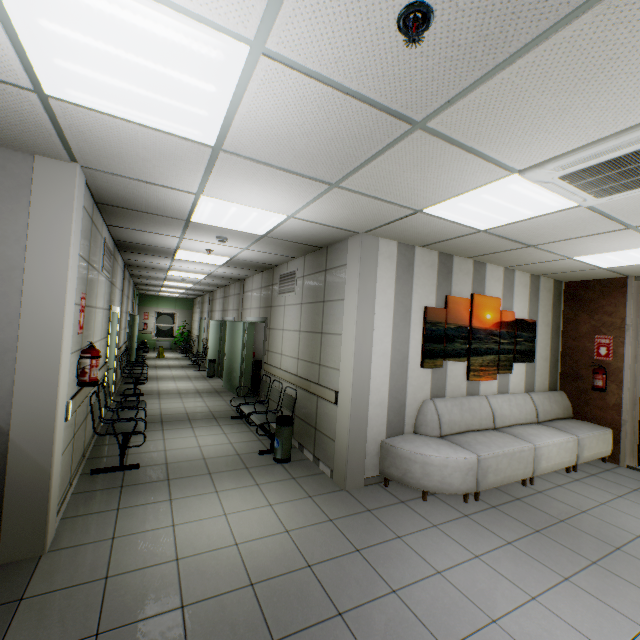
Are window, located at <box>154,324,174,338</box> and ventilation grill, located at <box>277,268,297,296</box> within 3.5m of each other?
no

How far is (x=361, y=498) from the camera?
3.9m

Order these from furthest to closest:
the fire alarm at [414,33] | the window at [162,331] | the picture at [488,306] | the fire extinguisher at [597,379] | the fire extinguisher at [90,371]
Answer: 1. the window at [162,331]
2. the fire extinguisher at [597,379]
3. the picture at [488,306]
4. the fire extinguisher at [90,371]
5. the fire alarm at [414,33]

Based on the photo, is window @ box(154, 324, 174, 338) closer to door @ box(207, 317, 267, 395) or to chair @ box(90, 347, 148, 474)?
door @ box(207, 317, 267, 395)

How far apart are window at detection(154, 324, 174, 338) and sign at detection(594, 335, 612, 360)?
19.6m

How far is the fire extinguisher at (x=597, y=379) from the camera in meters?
5.7 m

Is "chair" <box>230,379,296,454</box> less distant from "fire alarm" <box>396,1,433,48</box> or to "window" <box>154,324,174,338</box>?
"fire alarm" <box>396,1,433,48</box>

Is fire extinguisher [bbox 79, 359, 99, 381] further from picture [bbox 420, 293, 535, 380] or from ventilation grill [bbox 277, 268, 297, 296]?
picture [bbox 420, 293, 535, 380]
